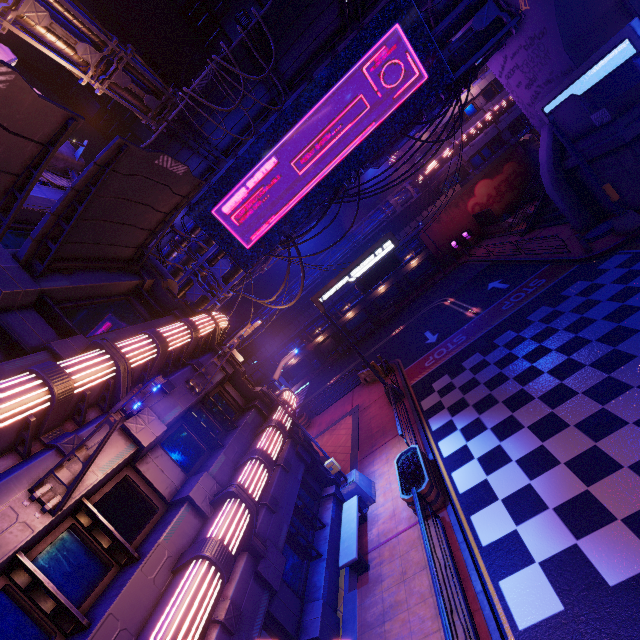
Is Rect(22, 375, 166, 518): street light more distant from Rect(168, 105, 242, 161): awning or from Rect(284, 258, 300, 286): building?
Rect(284, 258, 300, 286): building

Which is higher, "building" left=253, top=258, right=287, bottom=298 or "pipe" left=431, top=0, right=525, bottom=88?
"building" left=253, top=258, right=287, bottom=298

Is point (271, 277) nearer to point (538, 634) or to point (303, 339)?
point (303, 339)

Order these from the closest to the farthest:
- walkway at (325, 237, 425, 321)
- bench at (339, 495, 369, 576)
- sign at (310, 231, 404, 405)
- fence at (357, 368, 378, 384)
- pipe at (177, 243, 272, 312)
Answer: Result:
bench at (339, 495, 369, 576)
sign at (310, 231, 404, 405)
pipe at (177, 243, 272, 312)
fence at (357, 368, 378, 384)
walkway at (325, 237, 425, 321)

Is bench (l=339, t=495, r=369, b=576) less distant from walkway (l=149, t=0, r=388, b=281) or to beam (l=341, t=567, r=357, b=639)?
beam (l=341, t=567, r=357, b=639)

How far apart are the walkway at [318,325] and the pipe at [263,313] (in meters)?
2.78

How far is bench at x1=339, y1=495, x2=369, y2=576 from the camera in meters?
9.2

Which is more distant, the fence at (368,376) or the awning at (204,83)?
the fence at (368,376)
